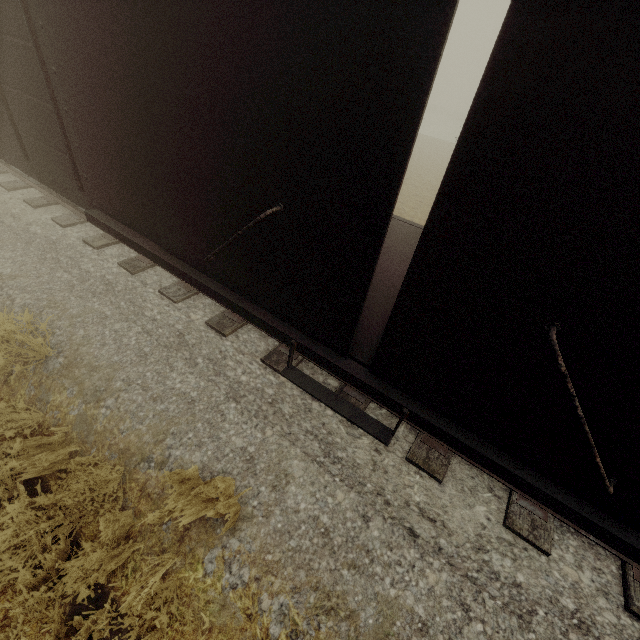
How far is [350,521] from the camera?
3.04m
